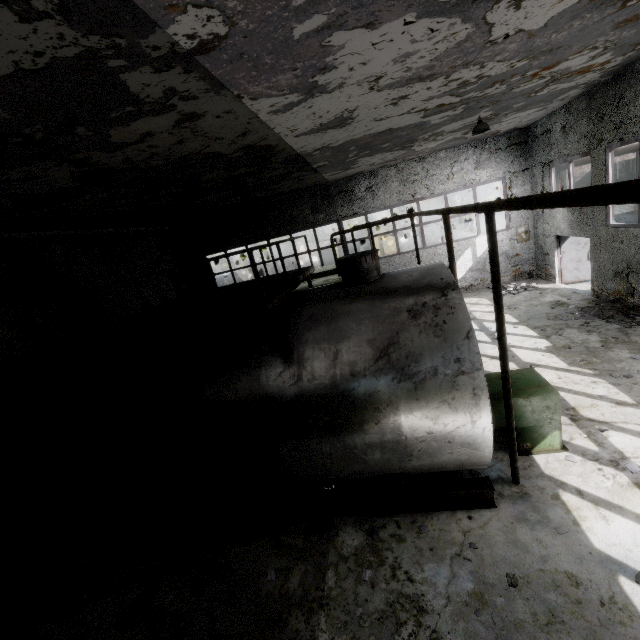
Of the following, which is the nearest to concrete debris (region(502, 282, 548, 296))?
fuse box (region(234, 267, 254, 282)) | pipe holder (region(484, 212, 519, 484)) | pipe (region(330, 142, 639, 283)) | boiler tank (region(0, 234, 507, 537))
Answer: pipe (region(330, 142, 639, 283))

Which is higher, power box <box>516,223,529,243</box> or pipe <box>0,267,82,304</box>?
pipe <box>0,267,82,304</box>

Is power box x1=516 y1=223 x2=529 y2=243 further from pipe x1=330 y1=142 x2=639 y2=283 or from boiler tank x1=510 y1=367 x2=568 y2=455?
boiler tank x1=510 y1=367 x2=568 y2=455

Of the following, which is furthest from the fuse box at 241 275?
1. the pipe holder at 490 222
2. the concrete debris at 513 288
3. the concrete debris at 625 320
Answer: the pipe holder at 490 222

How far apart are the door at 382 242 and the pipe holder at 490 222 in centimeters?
3510cm

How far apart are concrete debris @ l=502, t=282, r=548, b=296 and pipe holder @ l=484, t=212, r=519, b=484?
10.78m

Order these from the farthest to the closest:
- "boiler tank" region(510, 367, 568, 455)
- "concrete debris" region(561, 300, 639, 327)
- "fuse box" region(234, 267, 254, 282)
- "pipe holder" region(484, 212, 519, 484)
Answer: "fuse box" region(234, 267, 254, 282)
"concrete debris" region(561, 300, 639, 327)
"boiler tank" region(510, 367, 568, 455)
"pipe holder" region(484, 212, 519, 484)

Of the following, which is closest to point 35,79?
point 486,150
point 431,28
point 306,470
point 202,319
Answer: point 202,319
